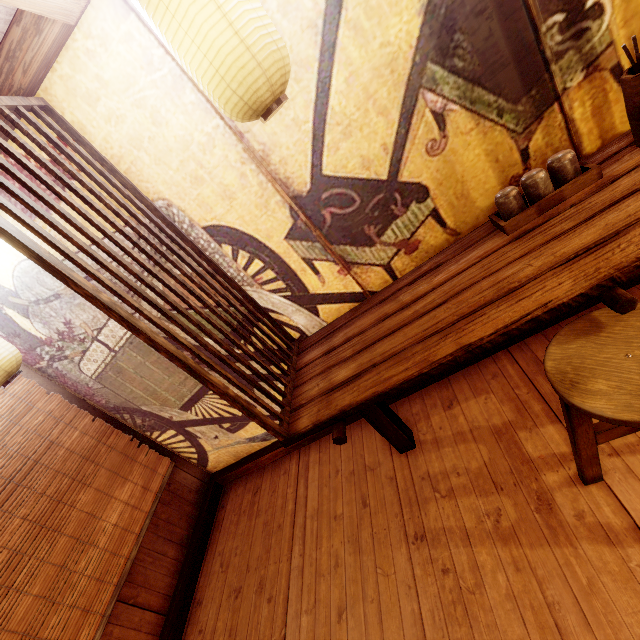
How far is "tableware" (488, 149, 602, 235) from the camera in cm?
270

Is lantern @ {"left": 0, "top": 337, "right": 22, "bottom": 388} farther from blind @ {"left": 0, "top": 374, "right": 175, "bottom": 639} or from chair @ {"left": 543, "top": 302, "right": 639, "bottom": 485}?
chair @ {"left": 543, "top": 302, "right": 639, "bottom": 485}

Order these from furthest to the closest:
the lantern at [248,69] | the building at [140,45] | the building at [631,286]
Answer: the building at [631,286] < the building at [140,45] < the lantern at [248,69]

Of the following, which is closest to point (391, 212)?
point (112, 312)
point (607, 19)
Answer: point (607, 19)

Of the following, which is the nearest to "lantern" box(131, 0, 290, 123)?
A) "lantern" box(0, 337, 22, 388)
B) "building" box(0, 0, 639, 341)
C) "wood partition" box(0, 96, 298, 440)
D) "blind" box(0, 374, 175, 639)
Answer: "building" box(0, 0, 639, 341)

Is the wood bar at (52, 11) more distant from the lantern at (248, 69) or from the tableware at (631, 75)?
the tableware at (631, 75)

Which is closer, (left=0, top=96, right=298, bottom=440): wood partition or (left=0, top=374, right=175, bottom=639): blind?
(left=0, top=96, right=298, bottom=440): wood partition

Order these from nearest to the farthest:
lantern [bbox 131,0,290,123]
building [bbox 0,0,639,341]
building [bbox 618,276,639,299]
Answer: lantern [bbox 131,0,290,123]
building [bbox 0,0,639,341]
building [bbox 618,276,639,299]
